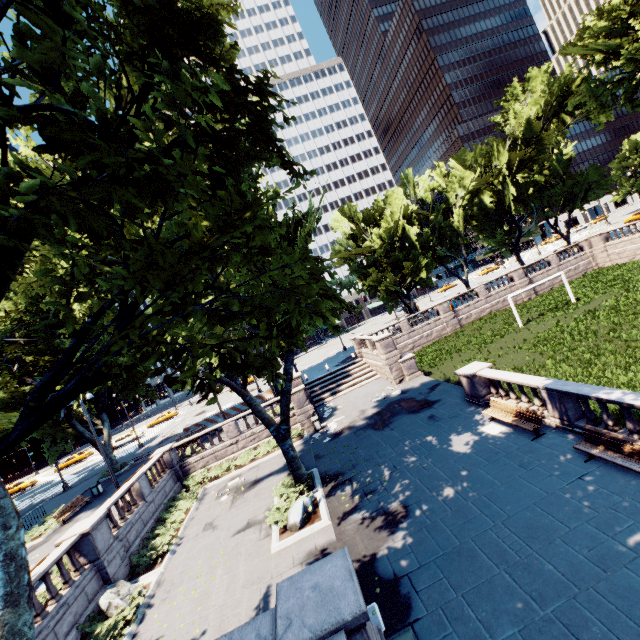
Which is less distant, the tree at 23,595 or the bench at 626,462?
the tree at 23,595

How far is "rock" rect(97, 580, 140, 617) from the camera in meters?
11.7

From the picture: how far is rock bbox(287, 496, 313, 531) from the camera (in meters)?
12.57

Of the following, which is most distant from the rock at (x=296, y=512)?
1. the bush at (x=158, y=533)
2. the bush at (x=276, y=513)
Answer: the bush at (x=158, y=533)

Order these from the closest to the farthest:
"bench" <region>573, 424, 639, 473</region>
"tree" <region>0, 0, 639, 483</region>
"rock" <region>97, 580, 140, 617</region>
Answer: "tree" <region>0, 0, 639, 483</region>
"bench" <region>573, 424, 639, 473</region>
"rock" <region>97, 580, 140, 617</region>

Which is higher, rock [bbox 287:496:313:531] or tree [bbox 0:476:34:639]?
tree [bbox 0:476:34:639]

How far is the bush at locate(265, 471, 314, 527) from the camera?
13.40m

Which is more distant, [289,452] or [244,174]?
[289,452]
